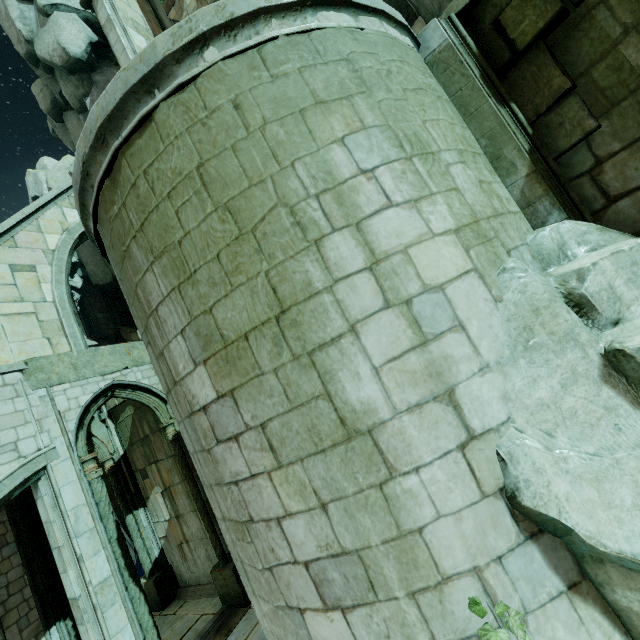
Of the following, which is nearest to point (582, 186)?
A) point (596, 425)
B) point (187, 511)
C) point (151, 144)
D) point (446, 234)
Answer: point (446, 234)

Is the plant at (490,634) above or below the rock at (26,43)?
below

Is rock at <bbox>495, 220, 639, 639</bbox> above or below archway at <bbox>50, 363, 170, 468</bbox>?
below

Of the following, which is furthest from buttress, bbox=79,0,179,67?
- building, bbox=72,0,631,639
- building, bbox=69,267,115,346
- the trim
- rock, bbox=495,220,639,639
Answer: building, bbox=69,267,115,346

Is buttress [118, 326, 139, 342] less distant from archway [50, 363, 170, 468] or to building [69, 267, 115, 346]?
building [69, 267, 115, 346]

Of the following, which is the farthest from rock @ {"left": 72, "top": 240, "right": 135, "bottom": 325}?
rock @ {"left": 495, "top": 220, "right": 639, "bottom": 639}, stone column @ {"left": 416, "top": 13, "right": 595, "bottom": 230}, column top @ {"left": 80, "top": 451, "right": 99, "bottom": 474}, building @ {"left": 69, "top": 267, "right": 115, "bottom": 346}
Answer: stone column @ {"left": 416, "top": 13, "right": 595, "bottom": 230}

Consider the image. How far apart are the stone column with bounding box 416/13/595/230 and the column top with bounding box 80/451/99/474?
9.6 meters

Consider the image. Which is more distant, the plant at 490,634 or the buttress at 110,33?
the buttress at 110,33
